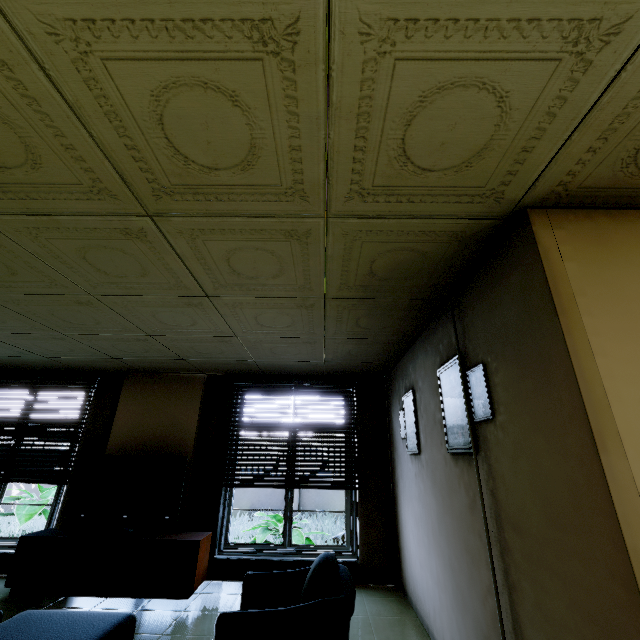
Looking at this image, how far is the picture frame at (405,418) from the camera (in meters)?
3.54

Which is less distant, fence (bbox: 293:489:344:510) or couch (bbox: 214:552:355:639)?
couch (bbox: 214:552:355:639)

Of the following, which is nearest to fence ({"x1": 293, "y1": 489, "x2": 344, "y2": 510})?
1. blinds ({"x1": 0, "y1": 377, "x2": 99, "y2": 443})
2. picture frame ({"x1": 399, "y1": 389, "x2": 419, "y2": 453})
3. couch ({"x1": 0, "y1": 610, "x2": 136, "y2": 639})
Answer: blinds ({"x1": 0, "y1": 377, "x2": 99, "y2": 443})

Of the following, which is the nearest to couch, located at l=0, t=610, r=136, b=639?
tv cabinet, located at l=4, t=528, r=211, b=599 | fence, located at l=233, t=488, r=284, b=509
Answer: tv cabinet, located at l=4, t=528, r=211, b=599

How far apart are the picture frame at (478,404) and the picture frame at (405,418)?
0.9m

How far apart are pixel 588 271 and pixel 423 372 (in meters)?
2.02

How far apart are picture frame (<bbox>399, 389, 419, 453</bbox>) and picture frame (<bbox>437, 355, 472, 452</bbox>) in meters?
0.9 m

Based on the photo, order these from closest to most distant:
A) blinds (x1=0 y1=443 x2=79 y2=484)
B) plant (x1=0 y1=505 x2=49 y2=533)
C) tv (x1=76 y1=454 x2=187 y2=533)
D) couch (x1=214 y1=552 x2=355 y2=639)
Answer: couch (x1=214 y1=552 x2=355 y2=639)
tv (x1=76 y1=454 x2=187 y2=533)
blinds (x1=0 y1=443 x2=79 y2=484)
plant (x1=0 y1=505 x2=49 y2=533)
